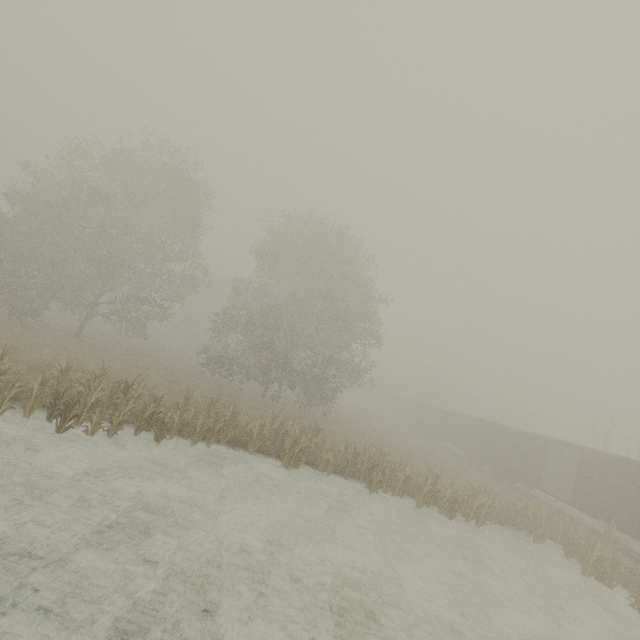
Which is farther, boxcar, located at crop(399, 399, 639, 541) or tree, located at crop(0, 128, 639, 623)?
boxcar, located at crop(399, 399, 639, 541)

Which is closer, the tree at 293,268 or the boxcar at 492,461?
the tree at 293,268

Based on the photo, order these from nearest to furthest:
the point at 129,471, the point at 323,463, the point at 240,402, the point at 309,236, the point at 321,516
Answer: the point at 129,471 → the point at 321,516 → the point at 323,463 → the point at 240,402 → the point at 309,236
